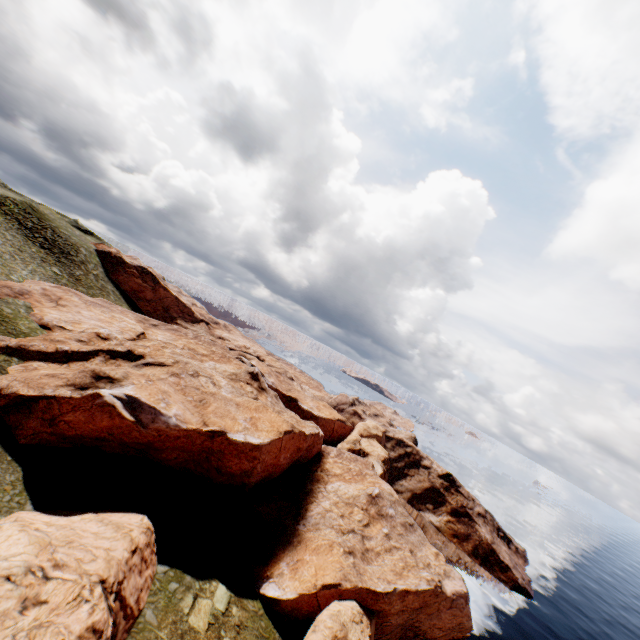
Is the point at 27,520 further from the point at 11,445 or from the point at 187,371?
the point at 187,371

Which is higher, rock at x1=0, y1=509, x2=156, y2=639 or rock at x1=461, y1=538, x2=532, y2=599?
rock at x1=0, y1=509, x2=156, y2=639

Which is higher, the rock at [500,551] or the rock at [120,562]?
the rock at [120,562]

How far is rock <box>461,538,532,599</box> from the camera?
55.34m

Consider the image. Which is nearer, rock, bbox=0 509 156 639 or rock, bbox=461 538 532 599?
rock, bbox=0 509 156 639

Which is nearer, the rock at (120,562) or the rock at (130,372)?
the rock at (120,562)

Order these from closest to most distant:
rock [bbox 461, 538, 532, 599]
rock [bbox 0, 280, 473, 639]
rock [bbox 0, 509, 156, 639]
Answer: rock [bbox 0, 509, 156, 639]
rock [bbox 0, 280, 473, 639]
rock [bbox 461, 538, 532, 599]
